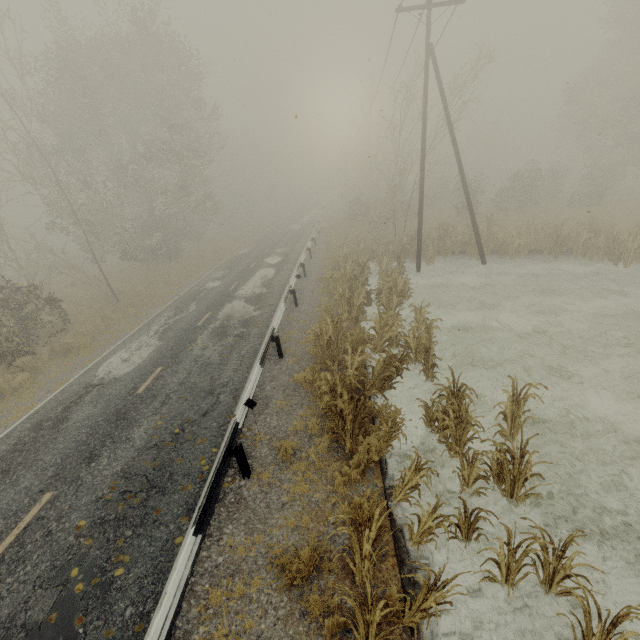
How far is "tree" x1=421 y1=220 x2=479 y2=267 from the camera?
19.5 meters

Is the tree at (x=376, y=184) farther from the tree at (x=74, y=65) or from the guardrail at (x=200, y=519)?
the tree at (x=74, y=65)

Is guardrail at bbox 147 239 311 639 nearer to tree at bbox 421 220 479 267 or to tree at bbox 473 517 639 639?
tree at bbox 421 220 479 267

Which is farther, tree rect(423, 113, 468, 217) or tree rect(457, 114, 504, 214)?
tree rect(457, 114, 504, 214)

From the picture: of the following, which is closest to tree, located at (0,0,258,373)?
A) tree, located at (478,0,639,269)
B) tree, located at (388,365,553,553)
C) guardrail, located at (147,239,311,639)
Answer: guardrail, located at (147,239,311,639)

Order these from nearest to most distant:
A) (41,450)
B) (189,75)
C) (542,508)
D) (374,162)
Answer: (542,508) < (41,450) < (374,162) < (189,75)

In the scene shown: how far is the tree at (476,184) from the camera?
29.6m

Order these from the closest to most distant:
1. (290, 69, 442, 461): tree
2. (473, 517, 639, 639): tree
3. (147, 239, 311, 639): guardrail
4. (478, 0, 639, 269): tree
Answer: (473, 517, 639, 639): tree → (147, 239, 311, 639): guardrail → (290, 69, 442, 461): tree → (478, 0, 639, 269): tree
